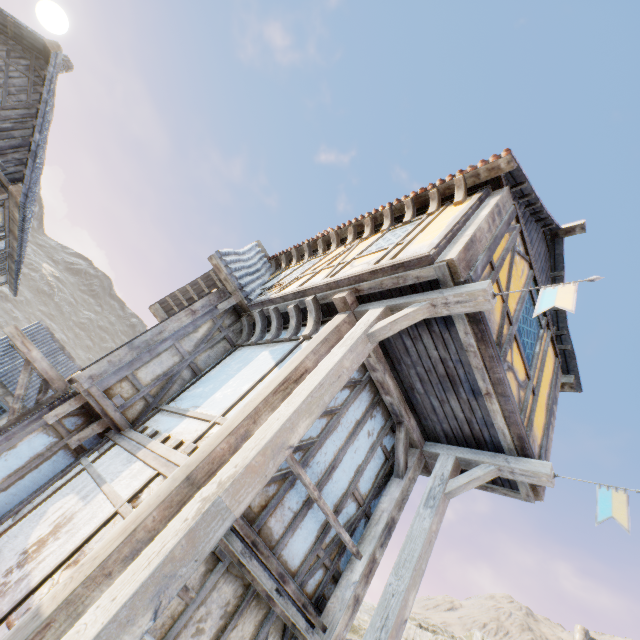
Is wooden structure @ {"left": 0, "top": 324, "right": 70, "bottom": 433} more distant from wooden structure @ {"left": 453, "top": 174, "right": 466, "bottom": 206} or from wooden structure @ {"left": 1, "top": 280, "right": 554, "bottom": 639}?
wooden structure @ {"left": 453, "top": 174, "right": 466, "bottom": 206}

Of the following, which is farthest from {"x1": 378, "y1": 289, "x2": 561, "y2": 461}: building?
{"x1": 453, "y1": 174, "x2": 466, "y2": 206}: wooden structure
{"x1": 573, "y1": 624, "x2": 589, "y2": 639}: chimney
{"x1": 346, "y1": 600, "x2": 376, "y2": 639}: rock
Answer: {"x1": 573, "y1": 624, "x2": 589, "y2": 639}: chimney

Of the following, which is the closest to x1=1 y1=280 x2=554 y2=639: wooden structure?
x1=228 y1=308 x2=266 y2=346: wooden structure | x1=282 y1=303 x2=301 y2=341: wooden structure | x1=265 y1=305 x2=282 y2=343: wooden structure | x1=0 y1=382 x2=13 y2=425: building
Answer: x1=282 y1=303 x2=301 y2=341: wooden structure

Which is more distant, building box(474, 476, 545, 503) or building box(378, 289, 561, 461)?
building box(474, 476, 545, 503)

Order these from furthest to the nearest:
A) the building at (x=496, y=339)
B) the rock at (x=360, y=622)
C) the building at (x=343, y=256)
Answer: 1. the rock at (x=360, y=622)
2. the building at (x=496, y=339)
3. the building at (x=343, y=256)

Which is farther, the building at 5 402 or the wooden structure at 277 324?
the building at 5 402

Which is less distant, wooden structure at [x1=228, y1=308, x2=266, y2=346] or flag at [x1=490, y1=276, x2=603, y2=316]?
flag at [x1=490, y1=276, x2=603, y2=316]

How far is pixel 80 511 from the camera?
3.55m
